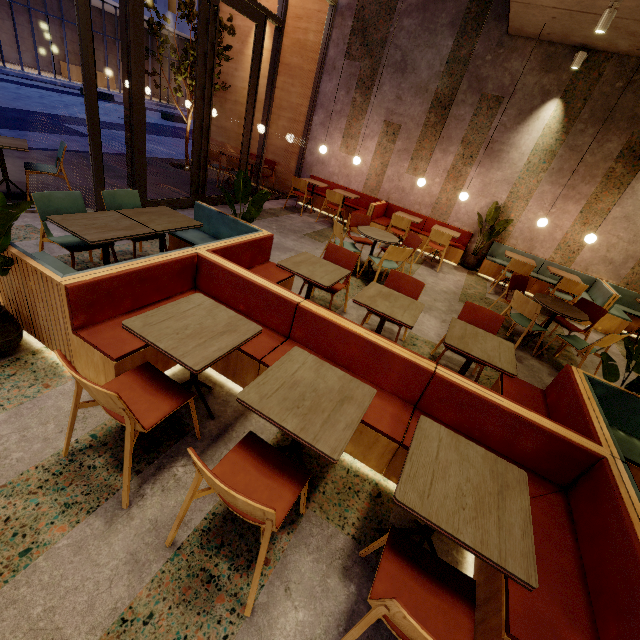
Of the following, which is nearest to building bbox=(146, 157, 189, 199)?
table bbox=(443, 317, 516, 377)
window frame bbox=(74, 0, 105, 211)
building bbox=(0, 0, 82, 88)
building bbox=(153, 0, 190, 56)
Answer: window frame bbox=(74, 0, 105, 211)

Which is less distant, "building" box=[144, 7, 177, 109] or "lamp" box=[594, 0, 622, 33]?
"lamp" box=[594, 0, 622, 33]

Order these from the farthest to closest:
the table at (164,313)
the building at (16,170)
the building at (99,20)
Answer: the building at (99,20) < the building at (16,170) < the table at (164,313)

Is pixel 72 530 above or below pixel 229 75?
below

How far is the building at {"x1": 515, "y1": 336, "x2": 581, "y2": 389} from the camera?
4.33m

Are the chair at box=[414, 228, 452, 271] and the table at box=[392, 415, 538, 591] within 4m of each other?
no

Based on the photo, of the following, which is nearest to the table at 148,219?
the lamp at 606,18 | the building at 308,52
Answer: the building at 308,52

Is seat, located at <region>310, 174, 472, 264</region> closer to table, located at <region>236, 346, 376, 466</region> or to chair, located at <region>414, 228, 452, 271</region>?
chair, located at <region>414, 228, 452, 271</region>
